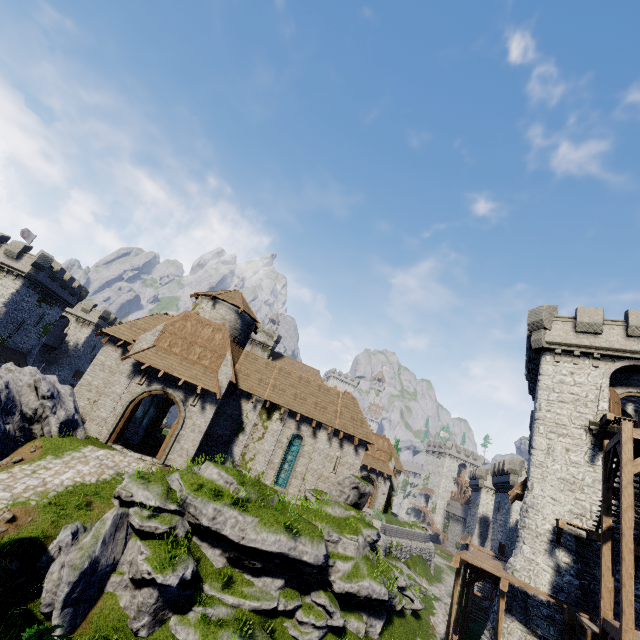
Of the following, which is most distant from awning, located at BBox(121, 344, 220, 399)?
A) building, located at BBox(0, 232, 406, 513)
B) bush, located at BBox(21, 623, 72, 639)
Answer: bush, located at BBox(21, 623, 72, 639)

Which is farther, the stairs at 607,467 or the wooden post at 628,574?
the stairs at 607,467

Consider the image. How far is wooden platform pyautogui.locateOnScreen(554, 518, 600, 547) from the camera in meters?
15.1

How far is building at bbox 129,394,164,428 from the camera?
26.4 meters

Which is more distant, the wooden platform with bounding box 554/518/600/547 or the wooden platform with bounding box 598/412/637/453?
the wooden platform with bounding box 598/412/637/453

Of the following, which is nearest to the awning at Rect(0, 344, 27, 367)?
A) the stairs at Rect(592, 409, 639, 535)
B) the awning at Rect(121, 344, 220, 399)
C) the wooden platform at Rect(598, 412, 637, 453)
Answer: the awning at Rect(121, 344, 220, 399)

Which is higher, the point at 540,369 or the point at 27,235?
the point at 27,235

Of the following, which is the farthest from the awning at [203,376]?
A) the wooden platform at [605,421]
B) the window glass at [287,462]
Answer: the wooden platform at [605,421]
